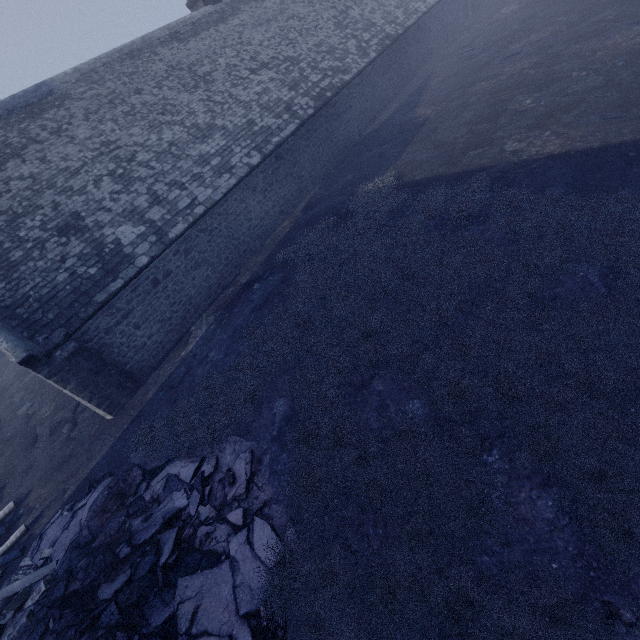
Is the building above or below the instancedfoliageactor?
above

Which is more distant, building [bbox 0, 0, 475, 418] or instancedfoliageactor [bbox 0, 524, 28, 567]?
building [bbox 0, 0, 475, 418]

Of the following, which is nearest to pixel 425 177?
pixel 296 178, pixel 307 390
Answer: pixel 296 178

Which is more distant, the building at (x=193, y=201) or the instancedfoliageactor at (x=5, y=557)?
the building at (x=193, y=201)

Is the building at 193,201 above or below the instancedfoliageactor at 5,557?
above
